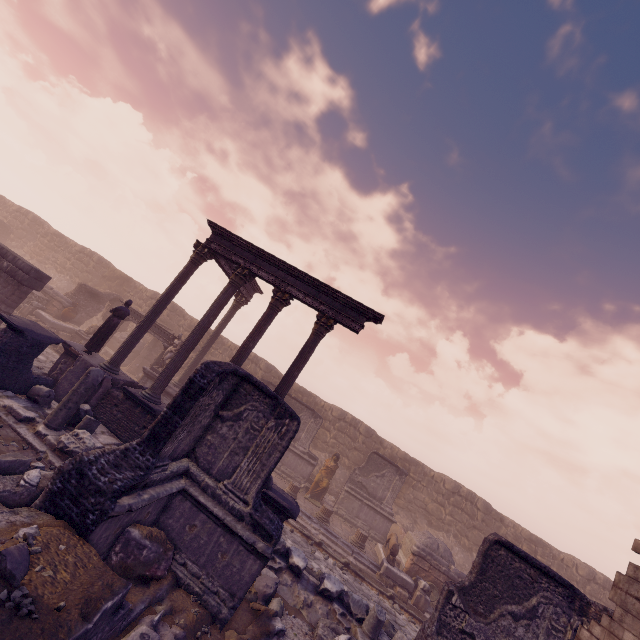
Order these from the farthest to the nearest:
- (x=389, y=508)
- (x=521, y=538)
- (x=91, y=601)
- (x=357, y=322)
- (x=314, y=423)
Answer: (x=521, y=538), (x=314, y=423), (x=389, y=508), (x=357, y=322), (x=91, y=601)

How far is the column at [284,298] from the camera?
10.9 meters

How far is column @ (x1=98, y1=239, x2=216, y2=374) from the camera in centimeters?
1108cm

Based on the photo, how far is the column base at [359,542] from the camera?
13.6m

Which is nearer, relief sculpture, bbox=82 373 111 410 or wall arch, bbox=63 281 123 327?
relief sculpture, bbox=82 373 111 410

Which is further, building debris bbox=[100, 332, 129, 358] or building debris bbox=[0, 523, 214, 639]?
building debris bbox=[100, 332, 129, 358]

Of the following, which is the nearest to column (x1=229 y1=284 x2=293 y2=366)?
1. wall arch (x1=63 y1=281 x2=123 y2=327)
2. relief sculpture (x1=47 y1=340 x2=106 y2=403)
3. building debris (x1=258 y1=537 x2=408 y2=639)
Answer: building debris (x1=258 y1=537 x2=408 y2=639)

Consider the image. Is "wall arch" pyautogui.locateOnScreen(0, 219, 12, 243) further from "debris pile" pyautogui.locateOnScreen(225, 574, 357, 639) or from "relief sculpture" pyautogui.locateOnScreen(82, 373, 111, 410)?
"debris pile" pyautogui.locateOnScreen(225, 574, 357, 639)
